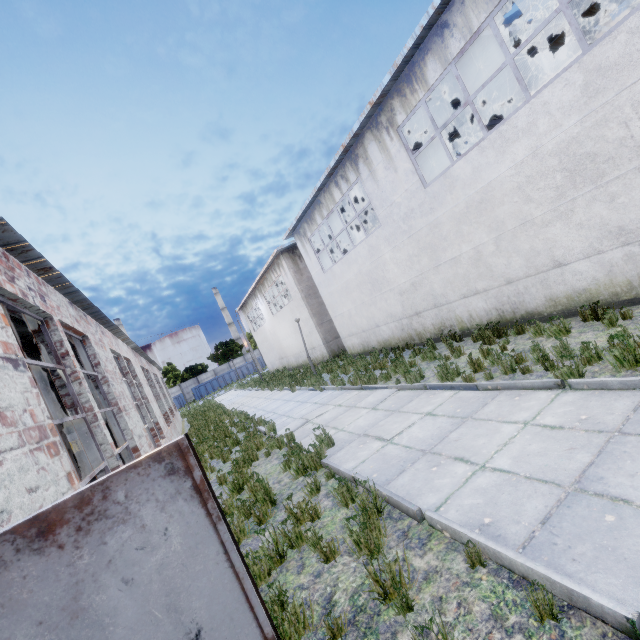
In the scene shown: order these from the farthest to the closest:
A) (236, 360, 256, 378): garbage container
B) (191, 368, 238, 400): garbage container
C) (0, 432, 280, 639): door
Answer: (236, 360, 256, 378): garbage container
(191, 368, 238, 400): garbage container
(0, 432, 280, 639): door

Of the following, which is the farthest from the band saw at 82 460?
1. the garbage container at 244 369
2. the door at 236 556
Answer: the garbage container at 244 369

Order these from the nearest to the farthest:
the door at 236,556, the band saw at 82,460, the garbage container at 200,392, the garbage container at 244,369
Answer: the door at 236,556
the band saw at 82,460
the garbage container at 200,392
the garbage container at 244,369

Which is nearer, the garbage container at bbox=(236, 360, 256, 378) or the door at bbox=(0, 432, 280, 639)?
the door at bbox=(0, 432, 280, 639)

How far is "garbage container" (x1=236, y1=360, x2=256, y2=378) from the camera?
51.4 meters

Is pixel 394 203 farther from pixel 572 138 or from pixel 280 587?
pixel 280 587

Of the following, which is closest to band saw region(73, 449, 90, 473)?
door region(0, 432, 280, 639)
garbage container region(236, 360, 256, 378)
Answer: door region(0, 432, 280, 639)
